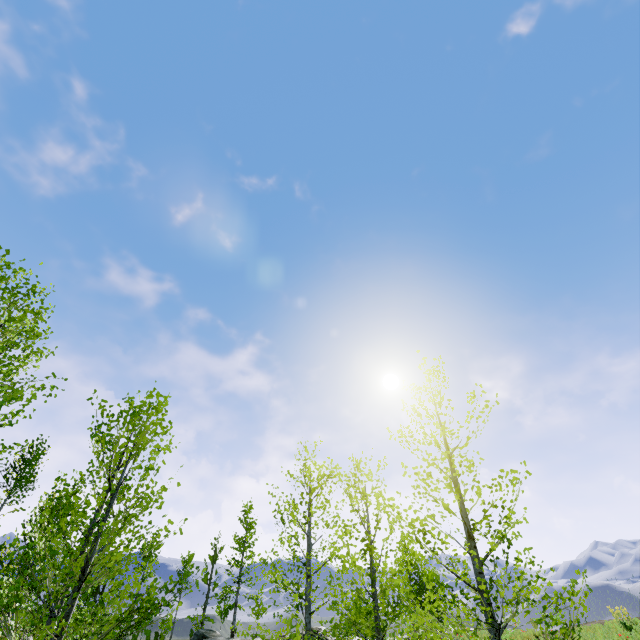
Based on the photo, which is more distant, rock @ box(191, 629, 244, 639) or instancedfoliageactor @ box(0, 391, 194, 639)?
rock @ box(191, 629, 244, 639)

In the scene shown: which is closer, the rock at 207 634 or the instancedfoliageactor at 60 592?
the instancedfoliageactor at 60 592

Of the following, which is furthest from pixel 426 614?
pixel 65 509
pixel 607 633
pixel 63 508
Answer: pixel 607 633

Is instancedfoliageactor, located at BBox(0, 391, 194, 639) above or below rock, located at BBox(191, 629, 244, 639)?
above

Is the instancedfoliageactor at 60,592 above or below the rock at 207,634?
above
